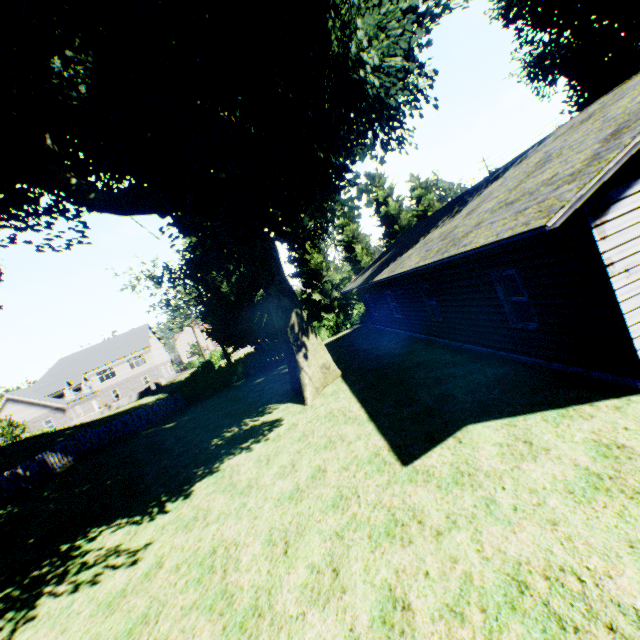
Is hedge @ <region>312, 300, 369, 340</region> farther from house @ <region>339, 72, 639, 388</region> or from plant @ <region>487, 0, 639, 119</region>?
house @ <region>339, 72, 639, 388</region>

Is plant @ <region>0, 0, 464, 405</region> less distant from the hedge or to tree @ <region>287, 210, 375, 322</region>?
tree @ <region>287, 210, 375, 322</region>

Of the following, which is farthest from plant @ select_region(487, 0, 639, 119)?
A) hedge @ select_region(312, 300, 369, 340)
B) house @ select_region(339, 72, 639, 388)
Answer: house @ select_region(339, 72, 639, 388)

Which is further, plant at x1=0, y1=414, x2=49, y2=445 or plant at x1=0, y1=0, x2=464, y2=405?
plant at x1=0, y1=414, x2=49, y2=445

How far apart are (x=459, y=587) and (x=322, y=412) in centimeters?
805cm

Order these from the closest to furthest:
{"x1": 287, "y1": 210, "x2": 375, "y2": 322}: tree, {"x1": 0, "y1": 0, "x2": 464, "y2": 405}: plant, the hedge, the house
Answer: the house
{"x1": 0, "y1": 0, "x2": 464, "y2": 405}: plant
the hedge
{"x1": 287, "y1": 210, "x2": 375, "y2": 322}: tree

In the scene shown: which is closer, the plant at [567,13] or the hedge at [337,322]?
the plant at [567,13]

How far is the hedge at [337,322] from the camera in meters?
29.9
